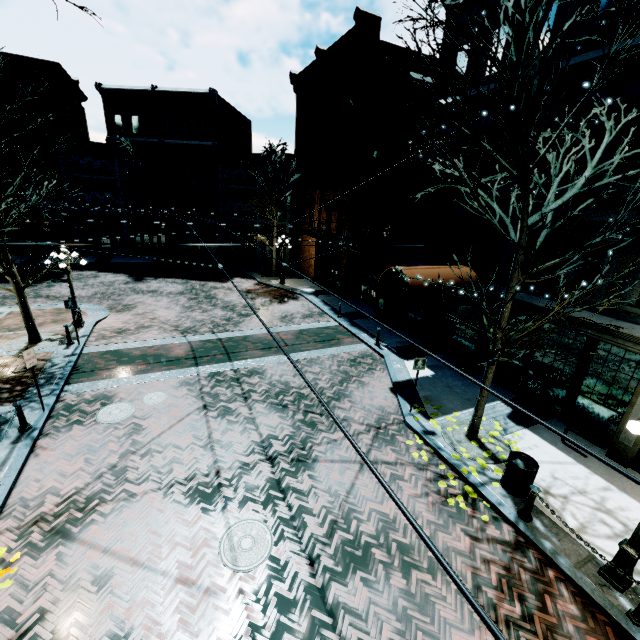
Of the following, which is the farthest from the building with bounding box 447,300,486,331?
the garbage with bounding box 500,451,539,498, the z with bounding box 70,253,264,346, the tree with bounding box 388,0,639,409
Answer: the garbage with bounding box 500,451,539,498

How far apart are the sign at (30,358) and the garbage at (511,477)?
12.48m

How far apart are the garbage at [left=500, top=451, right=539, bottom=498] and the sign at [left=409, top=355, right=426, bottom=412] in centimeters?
299cm

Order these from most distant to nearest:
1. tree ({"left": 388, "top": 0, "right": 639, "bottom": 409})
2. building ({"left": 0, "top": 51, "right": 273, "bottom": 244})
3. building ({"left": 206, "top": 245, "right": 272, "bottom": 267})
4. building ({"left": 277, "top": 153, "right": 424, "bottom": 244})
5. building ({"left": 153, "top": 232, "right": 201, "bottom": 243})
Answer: building ({"left": 153, "top": 232, "right": 201, "bottom": 243})
building ({"left": 206, "top": 245, "right": 272, "bottom": 267})
building ({"left": 0, "top": 51, "right": 273, "bottom": 244})
building ({"left": 277, "top": 153, "right": 424, "bottom": 244})
tree ({"left": 388, "top": 0, "right": 639, "bottom": 409})

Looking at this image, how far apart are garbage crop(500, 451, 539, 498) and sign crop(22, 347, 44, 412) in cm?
1248

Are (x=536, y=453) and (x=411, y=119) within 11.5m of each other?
no

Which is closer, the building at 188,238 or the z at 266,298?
the z at 266,298

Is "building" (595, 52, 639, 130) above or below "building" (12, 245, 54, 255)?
above
